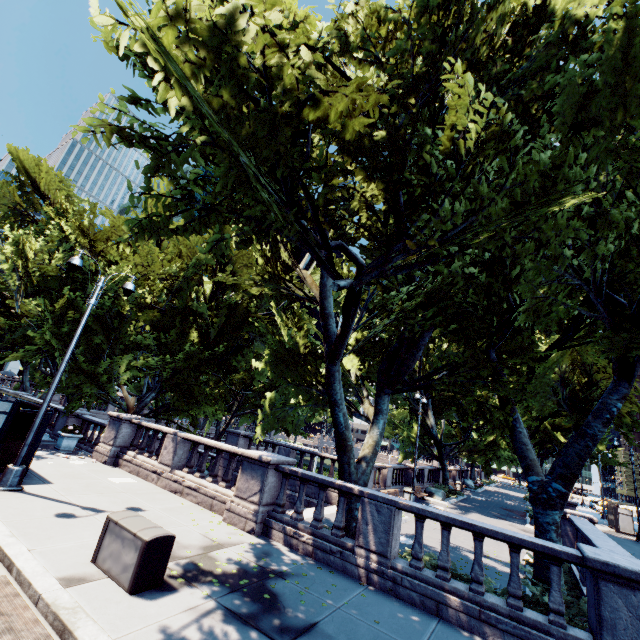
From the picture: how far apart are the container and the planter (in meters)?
11.45

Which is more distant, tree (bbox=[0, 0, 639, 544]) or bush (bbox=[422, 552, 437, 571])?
bush (bbox=[422, 552, 437, 571])

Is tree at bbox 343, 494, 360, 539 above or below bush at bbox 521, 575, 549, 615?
above

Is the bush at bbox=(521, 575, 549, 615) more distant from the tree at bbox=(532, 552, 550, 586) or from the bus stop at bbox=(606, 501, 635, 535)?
the bus stop at bbox=(606, 501, 635, 535)

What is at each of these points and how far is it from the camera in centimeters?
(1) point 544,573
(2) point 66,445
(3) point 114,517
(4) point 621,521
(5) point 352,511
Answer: (1) tree, 941cm
(2) planter, 1543cm
(3) container, 660cm
(4) bus stop, 2758cm
(5) tree, 993cm

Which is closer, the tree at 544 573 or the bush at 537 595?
the bush at 537 595

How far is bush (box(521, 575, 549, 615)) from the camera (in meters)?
7.22
